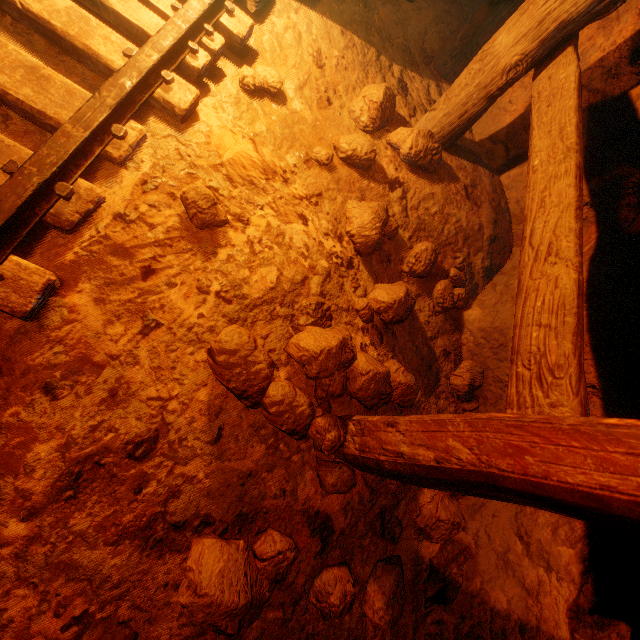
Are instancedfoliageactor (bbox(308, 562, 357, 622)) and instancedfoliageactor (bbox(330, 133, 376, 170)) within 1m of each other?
no

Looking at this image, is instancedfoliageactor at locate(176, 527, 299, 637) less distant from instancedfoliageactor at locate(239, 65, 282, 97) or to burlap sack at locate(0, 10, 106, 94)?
burlap sack at locate(0, 10, 106, 94)

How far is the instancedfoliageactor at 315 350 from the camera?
1.5m

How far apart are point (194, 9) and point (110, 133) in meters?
Result: 0.9 m

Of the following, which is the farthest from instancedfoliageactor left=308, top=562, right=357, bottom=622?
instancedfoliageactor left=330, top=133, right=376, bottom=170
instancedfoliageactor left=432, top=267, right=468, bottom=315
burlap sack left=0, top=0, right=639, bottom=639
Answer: instancedfoliageactor left=330, top=133, right=376, bottom=170

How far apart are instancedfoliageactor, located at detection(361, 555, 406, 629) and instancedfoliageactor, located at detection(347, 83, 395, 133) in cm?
279

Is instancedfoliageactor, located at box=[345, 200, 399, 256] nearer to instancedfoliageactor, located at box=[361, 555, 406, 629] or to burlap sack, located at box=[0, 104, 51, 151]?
burlap sack, located at box=[0, 104, 51, 151]

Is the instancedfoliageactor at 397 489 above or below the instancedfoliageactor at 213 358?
below
